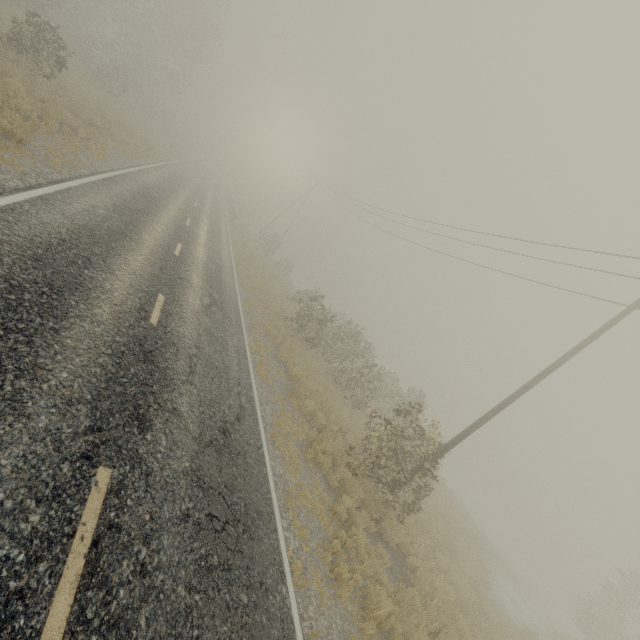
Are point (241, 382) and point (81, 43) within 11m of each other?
no

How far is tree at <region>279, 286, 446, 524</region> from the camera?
11.0 meters

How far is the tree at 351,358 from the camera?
11.0 meters
